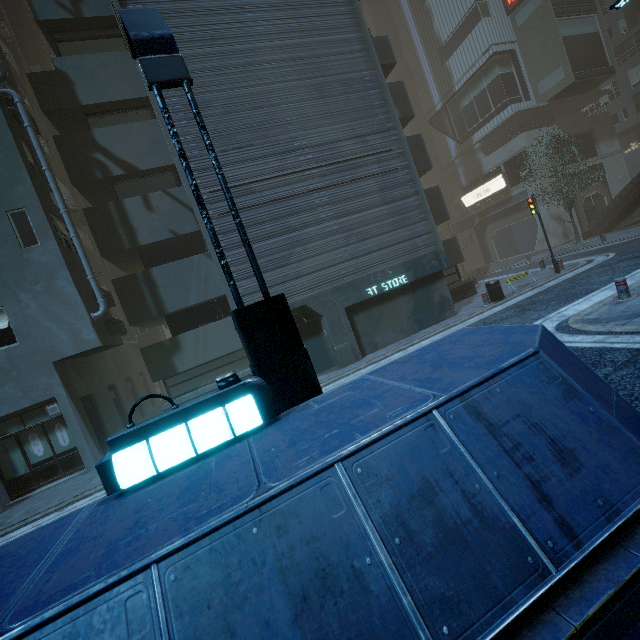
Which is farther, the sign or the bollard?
the sign

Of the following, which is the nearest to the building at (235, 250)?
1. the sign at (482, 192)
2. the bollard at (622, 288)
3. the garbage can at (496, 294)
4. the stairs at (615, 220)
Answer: the sign at (482, 192)

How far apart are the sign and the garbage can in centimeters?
2059cm

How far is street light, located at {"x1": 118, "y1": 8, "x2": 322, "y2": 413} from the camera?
3.3m

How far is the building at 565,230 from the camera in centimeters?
2792cm

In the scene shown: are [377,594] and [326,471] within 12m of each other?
yes

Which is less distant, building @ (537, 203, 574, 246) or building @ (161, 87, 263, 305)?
building @ (161, 87, 263, 305)

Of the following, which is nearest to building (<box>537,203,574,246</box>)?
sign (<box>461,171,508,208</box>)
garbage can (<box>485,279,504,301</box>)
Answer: sign (<box>461,171,508,208</box>)
